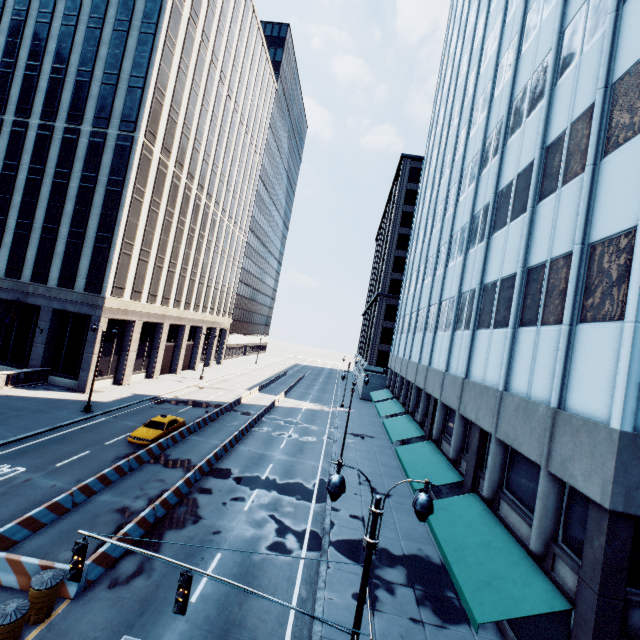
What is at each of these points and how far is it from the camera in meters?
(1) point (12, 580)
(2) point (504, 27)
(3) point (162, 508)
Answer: (1) concrete barrier, 10.7 m
(2) building, 22.8 m
(3) concrete barrier, 15.8 m

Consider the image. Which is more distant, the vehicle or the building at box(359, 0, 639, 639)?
the vehicle

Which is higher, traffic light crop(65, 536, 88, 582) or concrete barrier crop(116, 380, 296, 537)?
traffic light crop(65, 536, 88, 582)

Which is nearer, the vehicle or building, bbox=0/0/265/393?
the vehicle

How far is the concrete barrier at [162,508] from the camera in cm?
1392

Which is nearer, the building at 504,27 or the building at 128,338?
the building at 504,27

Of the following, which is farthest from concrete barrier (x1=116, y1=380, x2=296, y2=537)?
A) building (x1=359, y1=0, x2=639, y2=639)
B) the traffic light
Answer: building (x1=359, y1=0, x2=639, y2=639)

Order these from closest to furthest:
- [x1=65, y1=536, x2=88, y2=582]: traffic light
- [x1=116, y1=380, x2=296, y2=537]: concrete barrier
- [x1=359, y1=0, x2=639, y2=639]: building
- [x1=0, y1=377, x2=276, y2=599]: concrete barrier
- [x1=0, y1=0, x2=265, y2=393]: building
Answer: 1. [x1=65, y1=536, x2=88, y2=582]: traffic light
2. [x1=359, y1=0, x2=639, y2=639]: building
3. [x1=0, y1=377, x2=276, y2=599]: concrete barrier
4. [x1=116, y1=380, x2=296, y2=537]: concrete barrier
5. [x1=0, y1=0, x2=265, y2=393]: building
